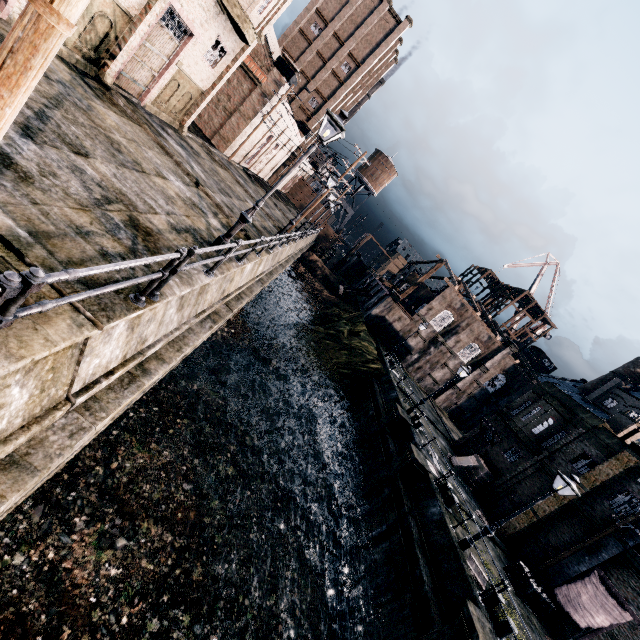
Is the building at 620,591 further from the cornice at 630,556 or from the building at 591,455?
the building at 591,455

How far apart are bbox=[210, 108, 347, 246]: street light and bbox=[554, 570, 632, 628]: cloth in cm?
2467

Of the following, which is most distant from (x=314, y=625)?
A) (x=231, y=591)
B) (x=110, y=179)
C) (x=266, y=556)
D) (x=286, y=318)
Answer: (x=286, y=318)

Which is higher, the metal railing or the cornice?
the cornice

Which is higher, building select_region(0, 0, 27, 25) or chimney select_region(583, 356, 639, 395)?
chimney select_region(583, 356, 639, 395)

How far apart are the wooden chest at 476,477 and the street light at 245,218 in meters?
24.3 m

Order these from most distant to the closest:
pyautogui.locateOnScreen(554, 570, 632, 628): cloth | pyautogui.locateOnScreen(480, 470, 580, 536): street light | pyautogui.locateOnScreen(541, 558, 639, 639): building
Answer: pyautogui.locateOnScreen(554, 570, 632, 628): cloth < pyautogui.locateOnScreen(541, 558, 639, 639): building < pyautogui.locateOnScreen(480, 470, 580, 536): street light

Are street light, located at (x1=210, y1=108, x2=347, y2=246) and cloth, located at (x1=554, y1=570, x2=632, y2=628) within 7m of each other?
no
